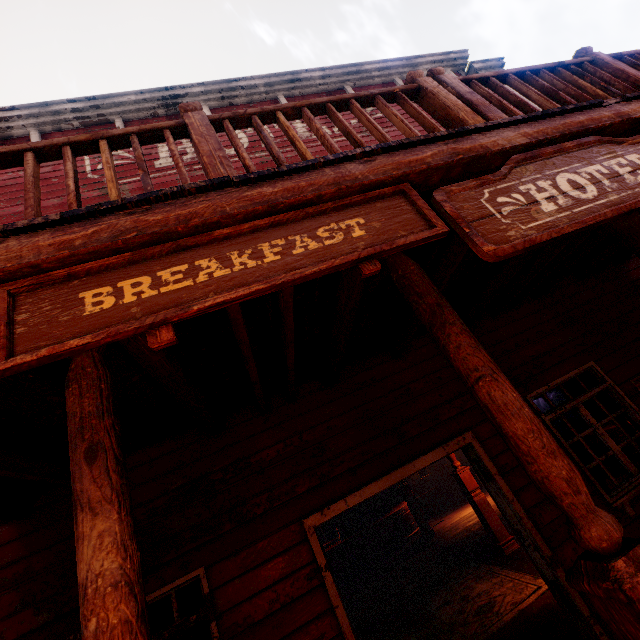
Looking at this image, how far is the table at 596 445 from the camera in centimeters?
778cm

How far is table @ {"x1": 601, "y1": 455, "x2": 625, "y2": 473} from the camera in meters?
7.5

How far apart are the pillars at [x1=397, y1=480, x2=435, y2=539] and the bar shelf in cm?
299

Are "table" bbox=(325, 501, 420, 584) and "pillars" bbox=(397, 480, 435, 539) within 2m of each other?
yes

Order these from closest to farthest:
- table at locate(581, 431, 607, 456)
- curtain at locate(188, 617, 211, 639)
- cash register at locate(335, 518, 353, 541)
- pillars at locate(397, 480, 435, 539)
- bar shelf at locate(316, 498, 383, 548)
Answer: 1. curtain at locate(188, 617, 211, 639)
2. table at locate(581, 431, 607, 456)
3. pillars at locate(397, 480, 435, 539)
4. cash register at locate(335, 518, 353, 541)
5. bar shelf at locate(316, 498, 383, 548)

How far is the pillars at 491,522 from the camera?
6.5m

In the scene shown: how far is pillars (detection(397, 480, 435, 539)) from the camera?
10.4 meters

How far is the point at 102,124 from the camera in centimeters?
743cm
